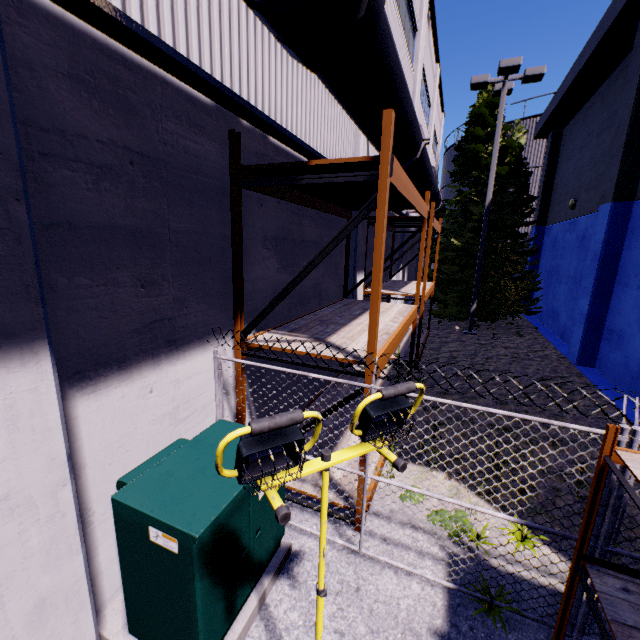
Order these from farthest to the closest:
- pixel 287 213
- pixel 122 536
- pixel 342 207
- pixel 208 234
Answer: pixel 342 207 → pixel 287 213 → pixel 208 234 → pixel 122 536

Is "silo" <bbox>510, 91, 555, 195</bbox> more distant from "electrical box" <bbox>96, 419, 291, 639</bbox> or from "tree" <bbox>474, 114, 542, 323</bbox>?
"electrical box" <bbox>96, 419, 291, 639</bbox>

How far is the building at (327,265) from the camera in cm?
533

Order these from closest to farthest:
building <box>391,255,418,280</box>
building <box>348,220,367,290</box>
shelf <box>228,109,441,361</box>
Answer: shelf <box>228,109,441,361</box>, building <box>348,220,367,290</box>, building <box>391,255,418,280</box>

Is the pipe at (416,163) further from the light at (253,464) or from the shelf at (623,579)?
the shelf at (623,579)

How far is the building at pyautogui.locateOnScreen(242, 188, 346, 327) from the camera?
4.4 meters

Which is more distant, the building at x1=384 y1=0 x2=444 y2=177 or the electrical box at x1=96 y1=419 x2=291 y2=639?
the building at x1=384 y1=0 x2=444 y2=177

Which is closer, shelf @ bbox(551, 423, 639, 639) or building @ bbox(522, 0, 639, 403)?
shelf @ bbox(551, 423, 639, 639)
